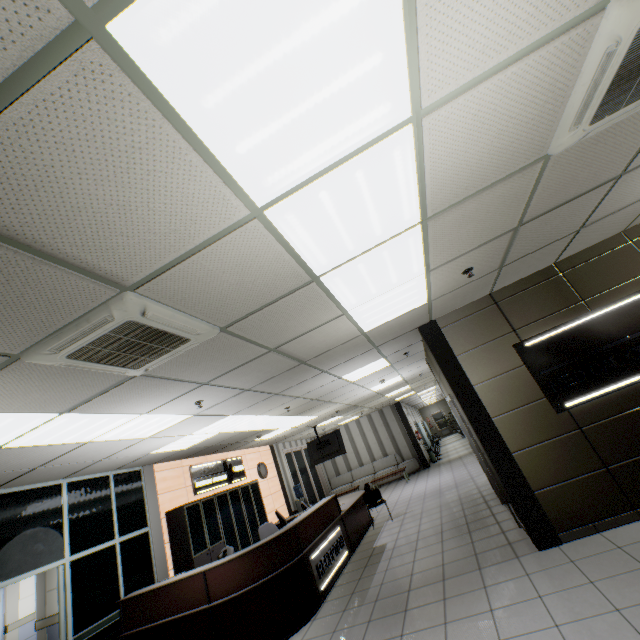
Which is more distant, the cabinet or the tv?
the tv

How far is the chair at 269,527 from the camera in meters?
7.1

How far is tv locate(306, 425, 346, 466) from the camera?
11.4m

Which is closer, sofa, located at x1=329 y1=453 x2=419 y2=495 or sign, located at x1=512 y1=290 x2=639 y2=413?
sign, located at x1=512 y1=290 x2=639 y2=413

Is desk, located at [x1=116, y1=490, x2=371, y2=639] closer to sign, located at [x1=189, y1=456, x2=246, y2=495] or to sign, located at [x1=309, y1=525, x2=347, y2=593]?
sign, located at [x1=309, y1=525, x2=347, y2=593]

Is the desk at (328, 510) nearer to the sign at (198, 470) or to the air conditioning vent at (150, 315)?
the sign at (198, 470)

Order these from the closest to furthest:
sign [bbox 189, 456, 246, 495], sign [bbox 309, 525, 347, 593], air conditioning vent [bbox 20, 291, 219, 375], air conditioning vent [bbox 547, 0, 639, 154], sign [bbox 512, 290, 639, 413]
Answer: air conditioning vent [bbox 547, 0, 639, 154] → air conditioning vent [bbox 20, 291, 219, 375] → sign [bbox 512, 290, 639, 413] → sign [bbox 309, 525, 347, 593] → sign [bbox 189, 456, 246, 495]

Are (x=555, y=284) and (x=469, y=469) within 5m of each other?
no
